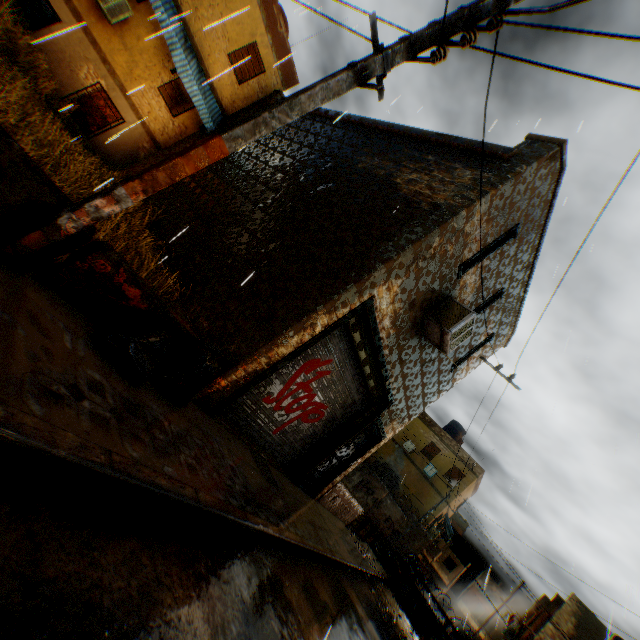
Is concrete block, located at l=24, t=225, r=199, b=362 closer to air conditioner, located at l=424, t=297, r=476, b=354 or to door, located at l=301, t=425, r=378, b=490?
air conditioner, located at l=424, t=297, r=476, b=354

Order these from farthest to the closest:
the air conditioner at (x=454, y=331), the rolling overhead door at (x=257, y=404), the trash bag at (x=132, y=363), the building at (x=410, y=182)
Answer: the air conditioner at (x=454, y=331), the rolling overhead door at (x=257, y=404), the building at (x=410, y=182), the trash bag at (x=132, y=363)

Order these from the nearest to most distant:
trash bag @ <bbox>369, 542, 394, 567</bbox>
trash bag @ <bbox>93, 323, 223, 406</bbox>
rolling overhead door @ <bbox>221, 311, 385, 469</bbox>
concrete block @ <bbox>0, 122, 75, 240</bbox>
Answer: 1. concrete block @ <bbox>0, 122, 75, 240</bbox>
2. trash bag @ <bbox>93, 323, 223, 406</bbox>
3. rolling overhead door @ <bbox>221, 311, 385, 469</bbox>
4. trash bag @ <bbox>369, 542, 394, 567</bbox>

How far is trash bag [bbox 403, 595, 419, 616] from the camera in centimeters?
1484cm

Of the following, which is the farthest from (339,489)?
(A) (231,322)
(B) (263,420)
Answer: (A) (231,322)

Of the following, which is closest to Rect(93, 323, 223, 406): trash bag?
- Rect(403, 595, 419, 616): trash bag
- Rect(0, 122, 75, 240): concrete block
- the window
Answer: Rect(0, 122, 75, 240): concrete block

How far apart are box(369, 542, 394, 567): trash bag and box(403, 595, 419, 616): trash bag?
0.55m

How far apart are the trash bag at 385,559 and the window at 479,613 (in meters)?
48.94
